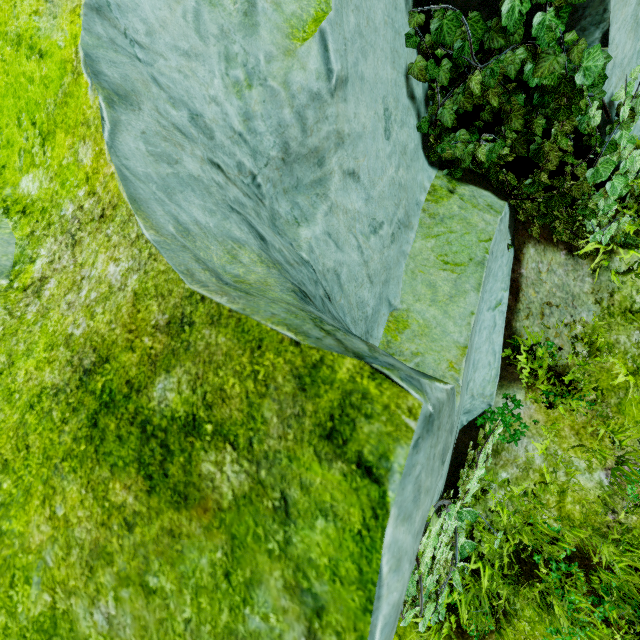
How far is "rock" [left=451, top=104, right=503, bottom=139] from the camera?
3.0m

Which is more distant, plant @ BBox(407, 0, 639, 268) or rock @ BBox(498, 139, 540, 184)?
rock @ BBox(498, 139, 540, 184)

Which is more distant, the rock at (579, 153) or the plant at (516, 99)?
the rock at (579, 153)

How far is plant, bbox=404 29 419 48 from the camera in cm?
226

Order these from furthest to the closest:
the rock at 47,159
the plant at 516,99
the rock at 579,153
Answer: the rock at 579,153 → the plant at 516,99 → the rock at 47,159

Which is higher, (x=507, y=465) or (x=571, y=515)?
(x=507, y=465)
